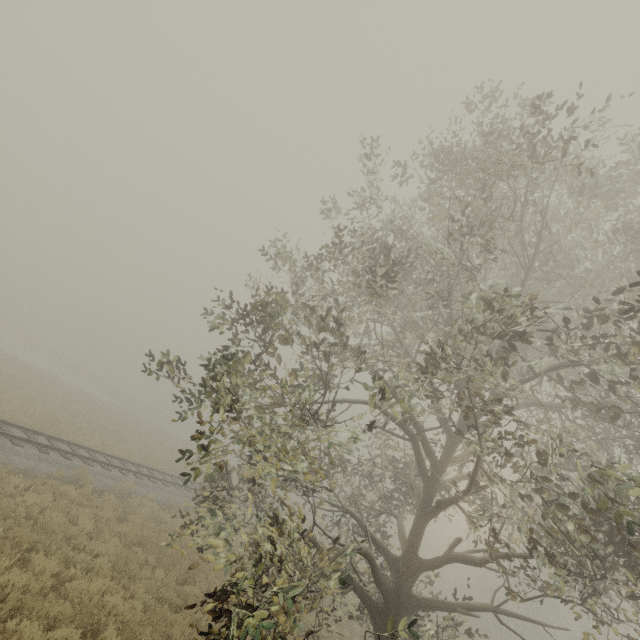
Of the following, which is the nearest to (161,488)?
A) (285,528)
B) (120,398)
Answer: (285,528)
